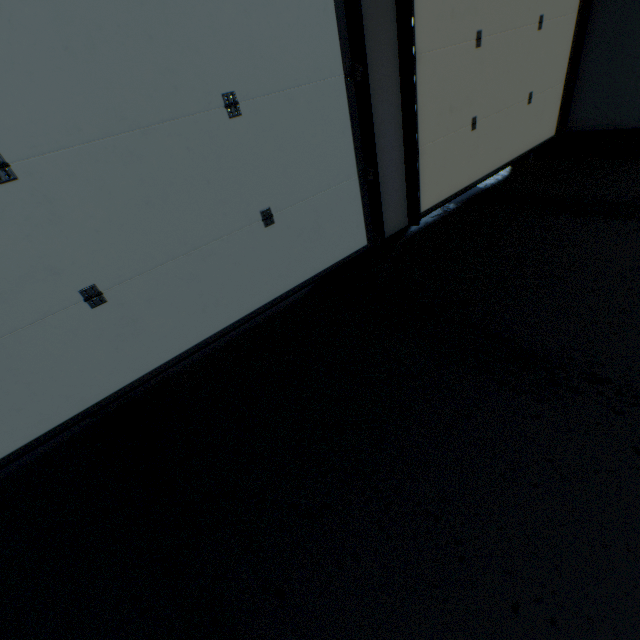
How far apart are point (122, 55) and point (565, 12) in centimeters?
368cm

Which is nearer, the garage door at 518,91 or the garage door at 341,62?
the garage door at 341,62

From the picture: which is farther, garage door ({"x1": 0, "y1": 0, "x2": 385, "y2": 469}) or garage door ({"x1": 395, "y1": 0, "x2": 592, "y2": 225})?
garage door ({"x1": 395, "y1": 0, "x2": 592, "y2": 225})
